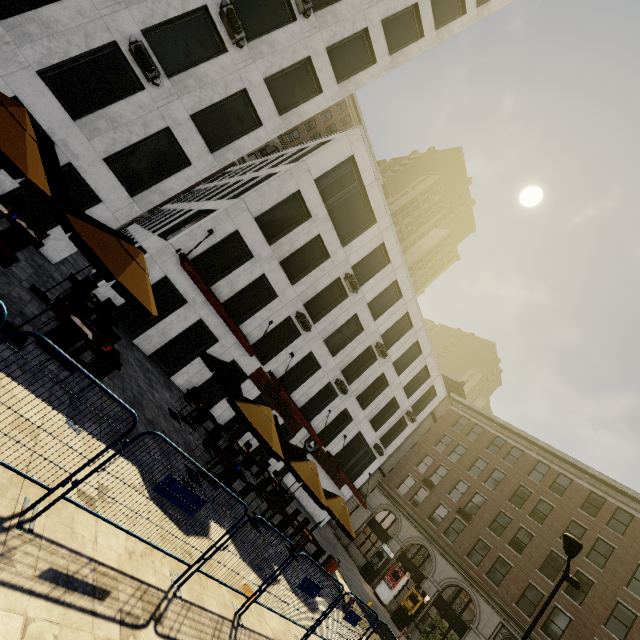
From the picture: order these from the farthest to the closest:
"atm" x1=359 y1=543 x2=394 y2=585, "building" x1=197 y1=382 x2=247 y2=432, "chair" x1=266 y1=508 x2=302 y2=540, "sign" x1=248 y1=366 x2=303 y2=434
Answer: "atm" x1=359 y1=543 x2=394 y2=585 < "sign" x1=248 y1=366 x2=303 y2=434 < "building" x1=197 y1=382 x2=247 y2=432 < "chair" x1=266 y1=508 x2=302 y2=540

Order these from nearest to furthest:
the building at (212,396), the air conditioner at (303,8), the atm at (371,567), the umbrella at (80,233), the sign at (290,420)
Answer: the umbrella at (80,233) → the air conditioner at (303,8) → the building at (212,396) → the sign at (290,420) → the atm at (371,567)

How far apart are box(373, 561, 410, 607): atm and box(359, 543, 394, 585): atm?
0.81m

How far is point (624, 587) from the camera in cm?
2173

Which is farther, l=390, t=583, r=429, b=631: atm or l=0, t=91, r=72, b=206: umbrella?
l=390, t=583, r=429, b=631: atm

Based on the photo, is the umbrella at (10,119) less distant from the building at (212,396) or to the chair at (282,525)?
the building at (212,396)

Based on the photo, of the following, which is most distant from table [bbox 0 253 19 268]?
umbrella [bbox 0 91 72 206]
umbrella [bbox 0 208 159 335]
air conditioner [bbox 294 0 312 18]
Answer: air conditioner [bbox 294 0 312 18]

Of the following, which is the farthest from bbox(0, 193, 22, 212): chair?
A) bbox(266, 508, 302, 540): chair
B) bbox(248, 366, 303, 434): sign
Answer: bbox(266, 508, 302, 540): chair
